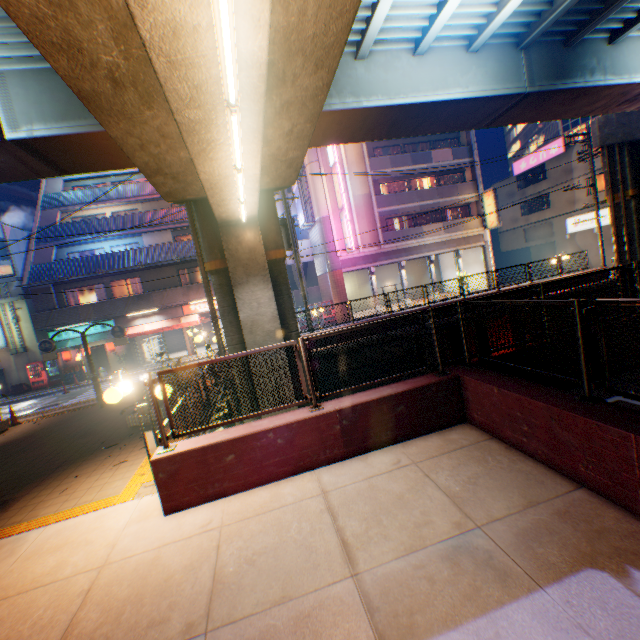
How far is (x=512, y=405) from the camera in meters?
4.8

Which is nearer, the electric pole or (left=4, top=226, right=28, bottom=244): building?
the electric pole

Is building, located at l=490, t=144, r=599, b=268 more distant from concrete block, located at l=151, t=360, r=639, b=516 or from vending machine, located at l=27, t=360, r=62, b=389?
vending machine, located at l=27, t=360, r=62, b=389

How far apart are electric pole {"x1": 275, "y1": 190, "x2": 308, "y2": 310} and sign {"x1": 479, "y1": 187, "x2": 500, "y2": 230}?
19.5m

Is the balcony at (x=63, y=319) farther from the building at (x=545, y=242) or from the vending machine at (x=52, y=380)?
the building at (x=545, y=242)

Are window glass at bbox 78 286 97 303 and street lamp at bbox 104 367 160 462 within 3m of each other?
no

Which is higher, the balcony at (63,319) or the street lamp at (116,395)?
the balcony at (63,319)

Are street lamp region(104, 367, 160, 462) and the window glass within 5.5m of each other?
no
